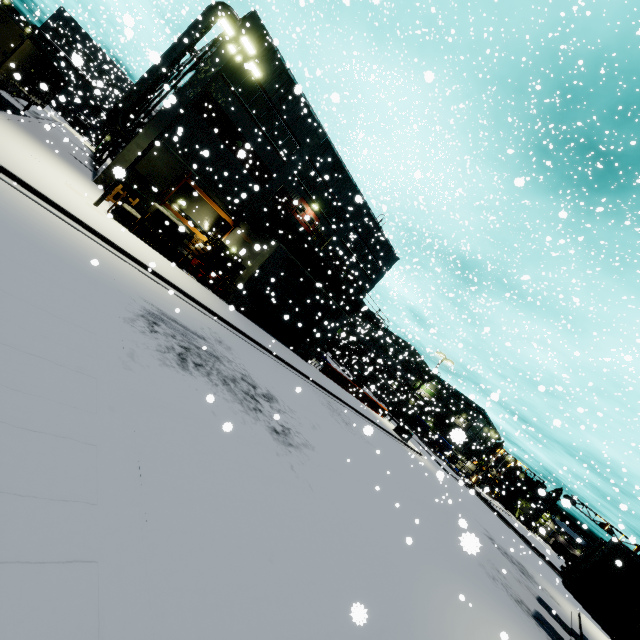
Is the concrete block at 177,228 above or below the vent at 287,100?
below

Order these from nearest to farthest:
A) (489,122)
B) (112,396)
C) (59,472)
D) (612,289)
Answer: (59,472), (112,396), (612,289), (489,122)

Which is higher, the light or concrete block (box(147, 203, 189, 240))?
the light

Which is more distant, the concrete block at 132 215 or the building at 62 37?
the building at 62 37

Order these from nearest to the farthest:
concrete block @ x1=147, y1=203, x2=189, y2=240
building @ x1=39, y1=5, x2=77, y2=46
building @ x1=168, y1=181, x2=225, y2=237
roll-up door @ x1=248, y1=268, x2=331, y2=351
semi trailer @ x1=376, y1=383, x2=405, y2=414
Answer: concrete block @ x1=147, y1=203, x2=189, y2=240, roll-up door @ x1=248, y1=268, x2=331, y2=351, building @ x1=168, y1=181, x2=225, y2=237, building @ x1=39, y1=5, x2=77, y2=46, semi trailer @ x1=376, y1=383, x2=405, y2=414

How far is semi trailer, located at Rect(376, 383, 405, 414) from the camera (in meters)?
47.03

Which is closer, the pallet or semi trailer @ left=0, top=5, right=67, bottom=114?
semi trailer @ left=0, top=5, right=67, bottom=114

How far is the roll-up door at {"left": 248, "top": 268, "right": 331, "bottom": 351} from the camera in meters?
21.6 m
